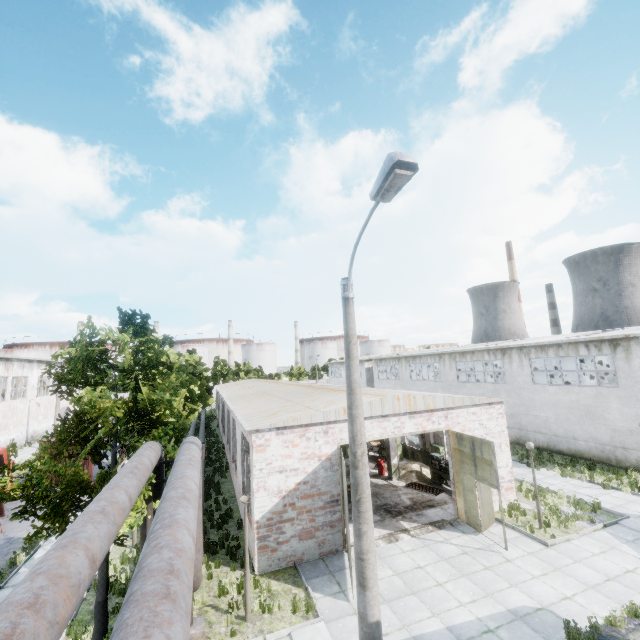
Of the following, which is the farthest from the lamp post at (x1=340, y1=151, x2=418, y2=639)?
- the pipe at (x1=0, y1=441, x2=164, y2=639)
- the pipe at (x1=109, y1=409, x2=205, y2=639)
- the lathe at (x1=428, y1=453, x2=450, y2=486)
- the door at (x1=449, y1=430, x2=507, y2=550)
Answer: the lathe at (x1=428, y1=453, x2=450, y2=486)

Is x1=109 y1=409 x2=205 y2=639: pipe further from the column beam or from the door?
the door

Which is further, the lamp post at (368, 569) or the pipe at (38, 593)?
the lamp post at (368, 569)

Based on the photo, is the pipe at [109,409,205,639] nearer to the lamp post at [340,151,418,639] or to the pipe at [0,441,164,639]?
the pipe at [0,441,164,639]

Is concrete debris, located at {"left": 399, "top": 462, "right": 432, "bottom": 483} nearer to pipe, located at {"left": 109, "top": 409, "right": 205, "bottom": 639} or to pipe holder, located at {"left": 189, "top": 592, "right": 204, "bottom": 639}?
pipe, located at {"left": 109, "top": 409, "right": 205, "bottom": 639}

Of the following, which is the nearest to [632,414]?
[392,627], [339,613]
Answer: [392,627]

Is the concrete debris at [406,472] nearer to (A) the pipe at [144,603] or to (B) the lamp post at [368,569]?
(A) the pipe at [144,603]

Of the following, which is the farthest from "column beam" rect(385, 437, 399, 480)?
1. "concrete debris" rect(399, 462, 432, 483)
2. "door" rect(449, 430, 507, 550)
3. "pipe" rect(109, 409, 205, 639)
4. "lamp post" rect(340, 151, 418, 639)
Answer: "lamp post" rect(340, 151, 418, 639)
